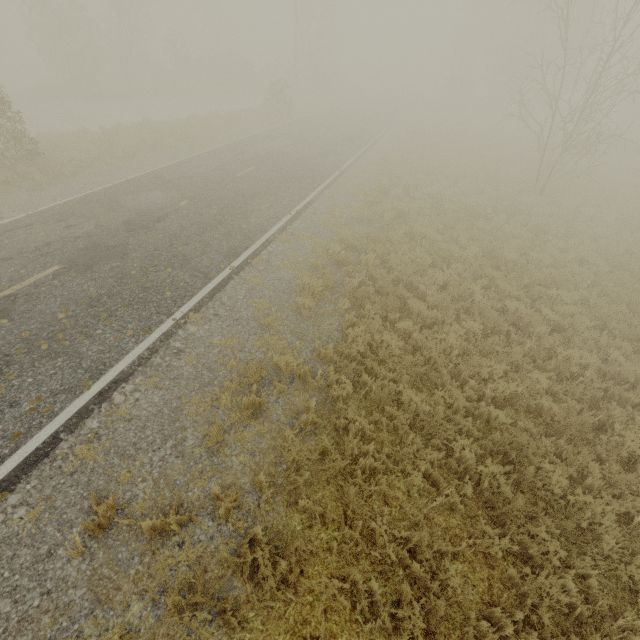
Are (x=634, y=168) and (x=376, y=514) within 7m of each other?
no
